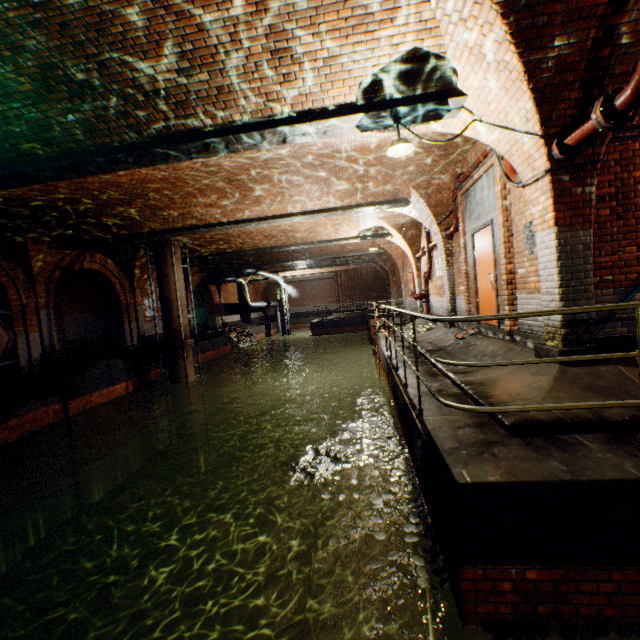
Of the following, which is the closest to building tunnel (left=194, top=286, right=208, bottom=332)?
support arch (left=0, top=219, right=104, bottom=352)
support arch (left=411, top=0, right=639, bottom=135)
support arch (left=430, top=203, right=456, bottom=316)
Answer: support arch (left=0, top=219, right=104, bottom=352)

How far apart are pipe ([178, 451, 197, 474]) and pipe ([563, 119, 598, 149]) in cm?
1456

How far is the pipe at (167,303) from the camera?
12.82m

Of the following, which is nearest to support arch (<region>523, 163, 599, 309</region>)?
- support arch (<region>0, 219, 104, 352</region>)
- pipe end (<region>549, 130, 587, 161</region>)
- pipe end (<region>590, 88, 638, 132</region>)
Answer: pipe end (<region>549, 130, 587, 161</region>)

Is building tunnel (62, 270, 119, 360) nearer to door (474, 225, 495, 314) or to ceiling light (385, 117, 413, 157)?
ceiling light (385, 117, 413, 157)

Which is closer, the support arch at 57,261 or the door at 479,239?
the door at 479,239

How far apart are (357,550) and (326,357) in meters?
20.0 m

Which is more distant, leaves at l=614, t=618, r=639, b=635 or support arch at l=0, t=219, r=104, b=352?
support arch at l=0, t=219, r=104, b=352
